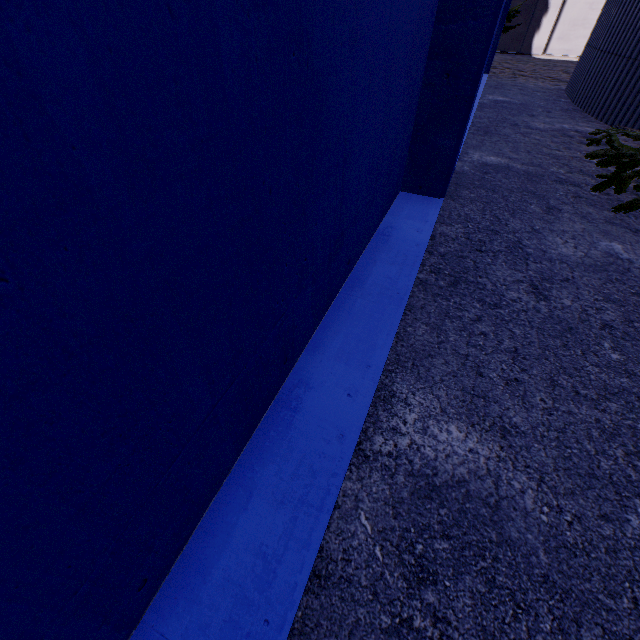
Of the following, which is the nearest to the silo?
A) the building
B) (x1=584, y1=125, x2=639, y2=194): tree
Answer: (x1=584, y1=125, x2=639, y2=194): tree

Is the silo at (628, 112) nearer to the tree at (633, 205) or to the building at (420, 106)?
the tree at (633, 205)

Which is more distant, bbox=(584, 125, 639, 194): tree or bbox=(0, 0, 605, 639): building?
bbox=(584, 125, 639, 194): tree

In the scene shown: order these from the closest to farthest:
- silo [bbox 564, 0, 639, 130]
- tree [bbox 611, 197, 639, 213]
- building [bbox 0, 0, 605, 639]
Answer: building [bbox 0, 0, 605, 639] < tree [bbox 611, 197, 639, 213] < silo [bbox 564, 0, 639, 130]

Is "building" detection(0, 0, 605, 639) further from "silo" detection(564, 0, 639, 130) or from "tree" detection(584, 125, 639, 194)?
"silo" detection(564, 0, 639, 130)

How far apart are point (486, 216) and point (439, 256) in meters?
1.1

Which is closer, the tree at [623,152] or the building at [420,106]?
the building at [420,106]
